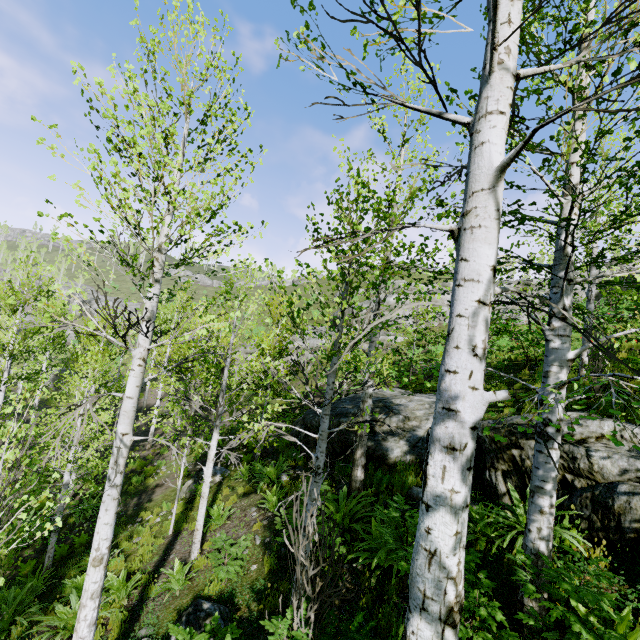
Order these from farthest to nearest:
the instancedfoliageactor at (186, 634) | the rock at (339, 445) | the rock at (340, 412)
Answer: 1. the rock at (340, 412)
2. the rock at (339, 445)
3. the instancedfoliageactor at (186, 634)

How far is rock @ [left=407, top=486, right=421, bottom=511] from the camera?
6.3 meters

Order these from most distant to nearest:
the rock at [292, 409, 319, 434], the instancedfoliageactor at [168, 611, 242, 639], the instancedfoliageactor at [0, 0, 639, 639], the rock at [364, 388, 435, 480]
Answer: the rock at [292, 409, 319, 434] → the rock at [364, 388, 435, 480] → the instancedfoliageactor at [168, 611, 242, 639] → the instancedfoliageactor at [0, 0, 639, 639]

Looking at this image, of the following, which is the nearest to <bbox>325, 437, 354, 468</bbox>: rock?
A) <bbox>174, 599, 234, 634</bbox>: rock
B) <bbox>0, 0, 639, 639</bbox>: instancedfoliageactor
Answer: <bbox>0, 0, 639, 639</bbox>: instancedfoliageactor

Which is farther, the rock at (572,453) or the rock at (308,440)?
the rock at (308,440)

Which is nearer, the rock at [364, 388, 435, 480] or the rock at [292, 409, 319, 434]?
the rock at [364, 388, 435, 480]

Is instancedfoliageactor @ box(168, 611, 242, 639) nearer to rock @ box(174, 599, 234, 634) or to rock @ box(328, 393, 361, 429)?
rock @ box(328, 393, 361, 429)

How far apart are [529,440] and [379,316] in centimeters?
400cm
